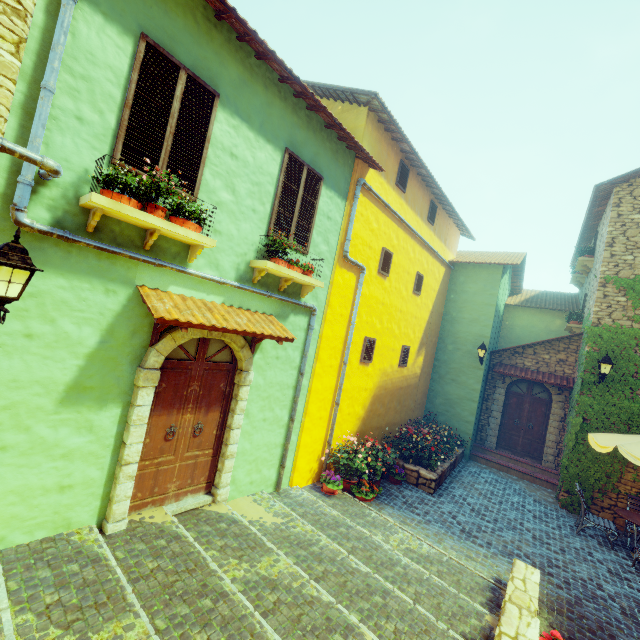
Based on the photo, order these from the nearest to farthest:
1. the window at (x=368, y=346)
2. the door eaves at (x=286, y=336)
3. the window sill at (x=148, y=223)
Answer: the window sill at (x=148, y=223) < the door eaves at (x=286, y=336) < the window at (x=368, y=346)

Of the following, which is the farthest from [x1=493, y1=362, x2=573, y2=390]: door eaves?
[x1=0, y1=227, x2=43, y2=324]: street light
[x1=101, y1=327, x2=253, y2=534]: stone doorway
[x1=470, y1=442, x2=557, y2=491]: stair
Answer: [x1=0, y1=227, x2=43, y2=324]: street light

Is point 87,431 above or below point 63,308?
below

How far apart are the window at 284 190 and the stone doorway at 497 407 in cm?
1032

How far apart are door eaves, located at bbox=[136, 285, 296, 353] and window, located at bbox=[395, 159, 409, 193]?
5.4 meters

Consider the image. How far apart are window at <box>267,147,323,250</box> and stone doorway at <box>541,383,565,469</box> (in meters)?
10.32

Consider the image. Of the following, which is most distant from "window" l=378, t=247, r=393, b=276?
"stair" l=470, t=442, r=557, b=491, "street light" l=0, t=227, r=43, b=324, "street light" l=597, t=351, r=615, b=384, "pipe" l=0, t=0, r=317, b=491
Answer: "stair" l=470, t=442, r=557, b=491

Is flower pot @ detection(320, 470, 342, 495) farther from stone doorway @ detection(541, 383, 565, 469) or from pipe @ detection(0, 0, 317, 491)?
stone doorway @ detection(541, 383, 565, 469)
